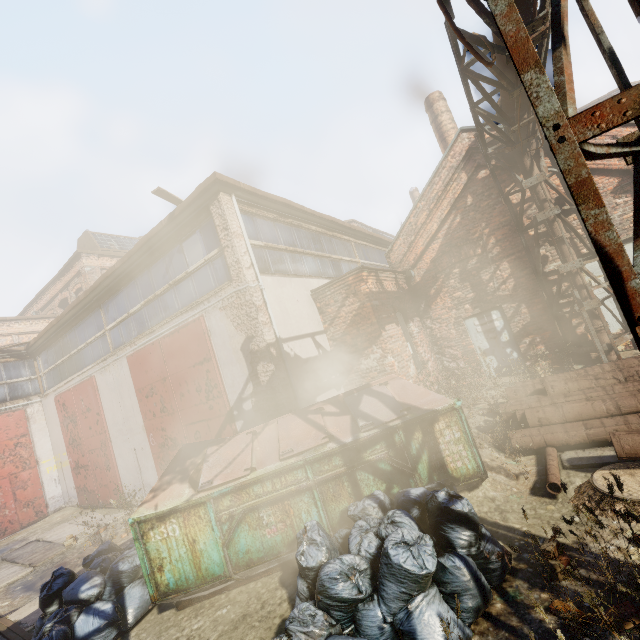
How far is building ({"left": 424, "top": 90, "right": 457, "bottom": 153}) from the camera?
15.5m

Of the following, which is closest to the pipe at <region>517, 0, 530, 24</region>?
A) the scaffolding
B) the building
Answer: the scaffolding

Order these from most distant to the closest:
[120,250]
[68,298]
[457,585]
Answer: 1. [120,250]
2. [68,298]
3. [457,585]

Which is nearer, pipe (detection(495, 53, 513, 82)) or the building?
pipe (detection(495, 53, 513, 82))

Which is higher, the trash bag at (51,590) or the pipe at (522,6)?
the pipe at (522,6)

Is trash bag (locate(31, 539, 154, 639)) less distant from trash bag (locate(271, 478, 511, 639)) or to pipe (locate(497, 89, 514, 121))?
trash bag (locate(271, 478, 511, 639))

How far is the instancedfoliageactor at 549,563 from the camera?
2.2 meters

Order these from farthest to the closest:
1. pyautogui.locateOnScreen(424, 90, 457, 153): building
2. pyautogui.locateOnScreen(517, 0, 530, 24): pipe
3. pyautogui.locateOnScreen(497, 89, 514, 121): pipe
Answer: pyautogui.locateOnScreen(424, 90, 457, 153): building → pyautogui.locateOnScreen(497, 89, 514, 121): pipe → pyautogui.locateOnScreen(517, 0, 530, 24): pipe
